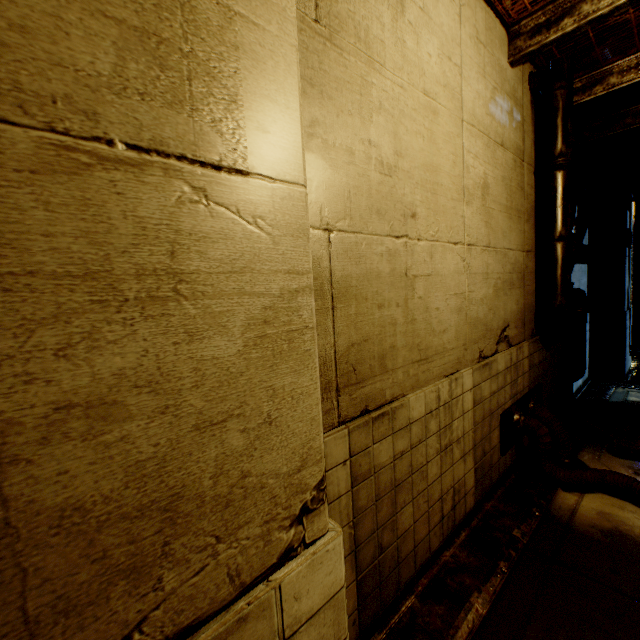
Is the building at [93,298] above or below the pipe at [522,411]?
above

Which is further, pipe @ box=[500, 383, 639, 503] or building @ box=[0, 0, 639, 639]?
pipe @ box=[500, 383, 639, 503]

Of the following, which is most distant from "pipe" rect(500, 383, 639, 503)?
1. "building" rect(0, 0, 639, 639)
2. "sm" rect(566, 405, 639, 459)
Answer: "sm" rect(566, 405, 639, 459)

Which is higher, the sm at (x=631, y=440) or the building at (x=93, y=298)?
the building at (x=93, y=298)

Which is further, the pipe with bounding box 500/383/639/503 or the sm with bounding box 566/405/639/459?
the sm with bounding box 566/405/639/459

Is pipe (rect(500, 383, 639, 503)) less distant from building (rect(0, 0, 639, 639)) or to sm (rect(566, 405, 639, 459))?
building (rect(0, 0, 639, 639))

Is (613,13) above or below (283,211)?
above

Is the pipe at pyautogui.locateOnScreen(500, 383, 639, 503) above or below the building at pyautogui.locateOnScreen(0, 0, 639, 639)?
below
